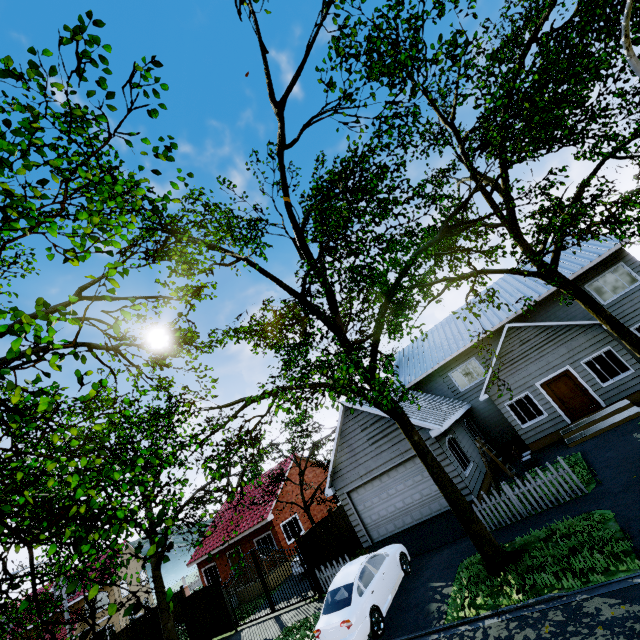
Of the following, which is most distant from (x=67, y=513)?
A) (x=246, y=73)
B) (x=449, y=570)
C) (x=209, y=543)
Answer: (x=209, y=543)

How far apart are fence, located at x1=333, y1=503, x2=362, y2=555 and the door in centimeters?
1221cm

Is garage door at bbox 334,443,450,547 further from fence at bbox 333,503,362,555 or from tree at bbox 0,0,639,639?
fence at bbox 333,503,362,555

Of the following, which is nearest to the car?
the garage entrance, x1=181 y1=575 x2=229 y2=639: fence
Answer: the garage entrance

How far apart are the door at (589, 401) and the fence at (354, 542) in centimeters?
1221cm

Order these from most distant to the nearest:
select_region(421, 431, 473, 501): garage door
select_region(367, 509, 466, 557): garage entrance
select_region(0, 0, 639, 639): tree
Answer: select_region(421, 431, 473, 501): garage door, select_region(367, 509, 466, 557): garage entrance, select_region(0, 0, 639, 639): tree

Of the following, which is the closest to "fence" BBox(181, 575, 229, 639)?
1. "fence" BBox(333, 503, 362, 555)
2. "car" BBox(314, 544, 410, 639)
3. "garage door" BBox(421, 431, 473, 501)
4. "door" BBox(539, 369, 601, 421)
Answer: "fence" BBox(333, 503, 362, 555)

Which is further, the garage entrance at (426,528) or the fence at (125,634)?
the fence at (125,634)
